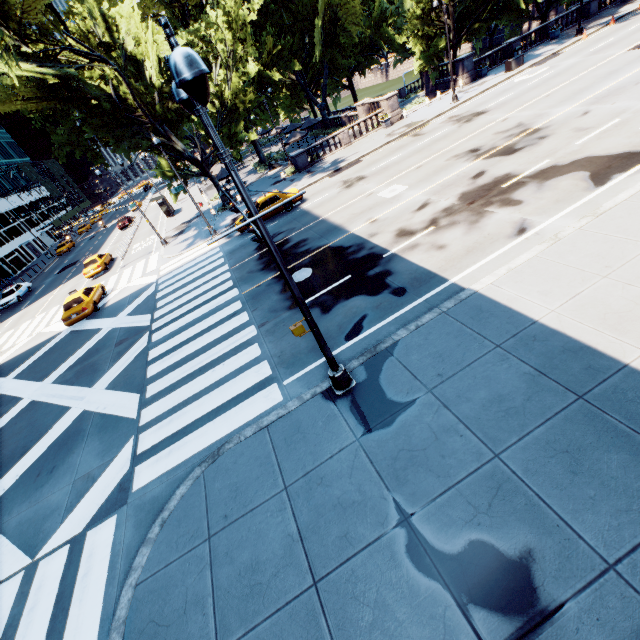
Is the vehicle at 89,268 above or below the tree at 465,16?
below

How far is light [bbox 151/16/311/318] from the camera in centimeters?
373cm

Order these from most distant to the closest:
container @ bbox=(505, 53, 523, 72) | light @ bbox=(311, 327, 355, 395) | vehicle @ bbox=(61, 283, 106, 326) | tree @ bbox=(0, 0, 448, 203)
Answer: container @ bbox=(505, 53, 523, 72) < vehicle @ bbox=(61, 283, 106, 326) < tree @ bbox=(0, 0, 448, 203) < light @ bbox=(311, 327, 355, 395)

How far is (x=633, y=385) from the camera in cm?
587

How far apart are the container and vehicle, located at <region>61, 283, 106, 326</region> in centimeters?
4002cm

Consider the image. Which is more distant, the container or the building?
the building

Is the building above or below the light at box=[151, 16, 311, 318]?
below
